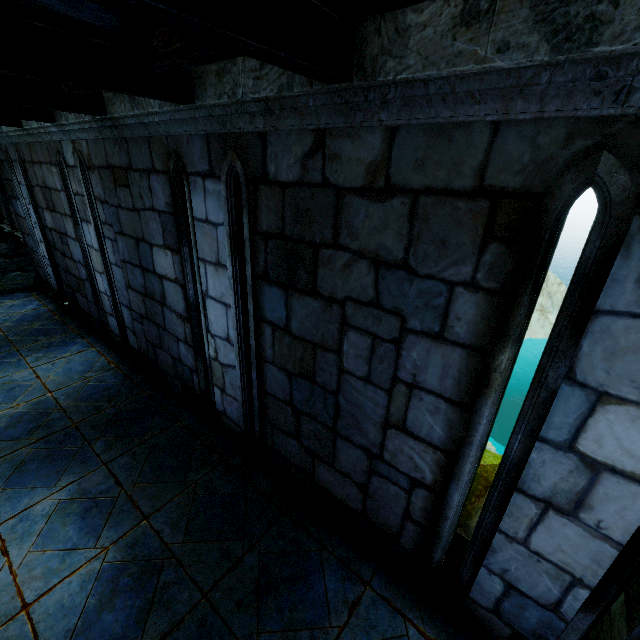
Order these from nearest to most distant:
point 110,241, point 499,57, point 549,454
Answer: point 499,57 → point 549,454 → point 110,241
